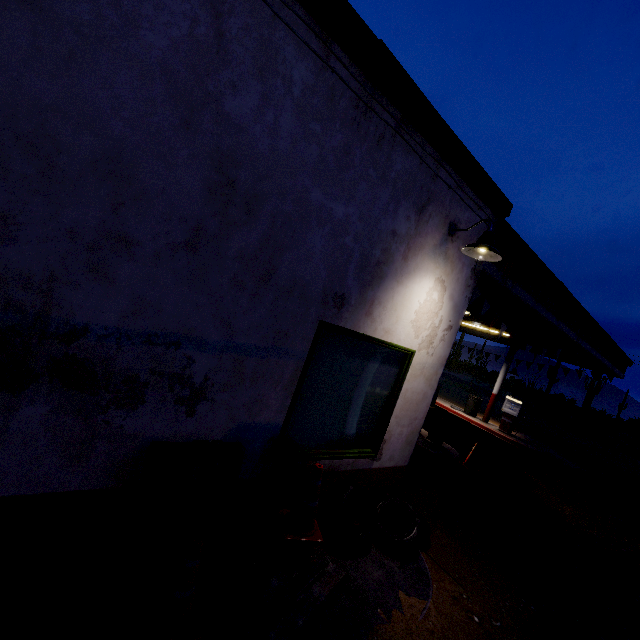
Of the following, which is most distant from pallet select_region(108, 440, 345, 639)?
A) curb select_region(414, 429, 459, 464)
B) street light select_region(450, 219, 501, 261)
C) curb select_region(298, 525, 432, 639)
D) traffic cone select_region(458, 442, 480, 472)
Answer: traffic cone select_region(458, 442, 480, 472)

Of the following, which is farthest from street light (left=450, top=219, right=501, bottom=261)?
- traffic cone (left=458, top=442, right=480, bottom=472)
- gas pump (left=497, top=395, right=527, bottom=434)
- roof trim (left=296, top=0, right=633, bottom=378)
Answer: gas pump (left=497, top=395, right=527, bottom=434)

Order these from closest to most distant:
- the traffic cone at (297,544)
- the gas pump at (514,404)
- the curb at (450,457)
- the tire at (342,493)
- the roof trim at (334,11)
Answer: the roof trim at (334,11)
the traffic cone at (297,544)
the tire at (342,493)
the curb at (450,457)
the gas pump at (514,404)

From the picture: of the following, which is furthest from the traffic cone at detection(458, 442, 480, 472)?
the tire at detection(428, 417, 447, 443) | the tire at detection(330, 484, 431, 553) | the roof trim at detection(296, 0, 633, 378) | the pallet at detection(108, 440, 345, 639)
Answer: the pallet at detection(108, 440, 345, 639)

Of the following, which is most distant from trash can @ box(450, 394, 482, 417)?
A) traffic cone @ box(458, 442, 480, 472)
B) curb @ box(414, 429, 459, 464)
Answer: traffic cone @ box(458, 442, 480, 472)

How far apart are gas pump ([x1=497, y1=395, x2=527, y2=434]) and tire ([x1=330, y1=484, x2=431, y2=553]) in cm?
1074

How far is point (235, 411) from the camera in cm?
299

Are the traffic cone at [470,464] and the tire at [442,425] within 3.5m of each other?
yes
